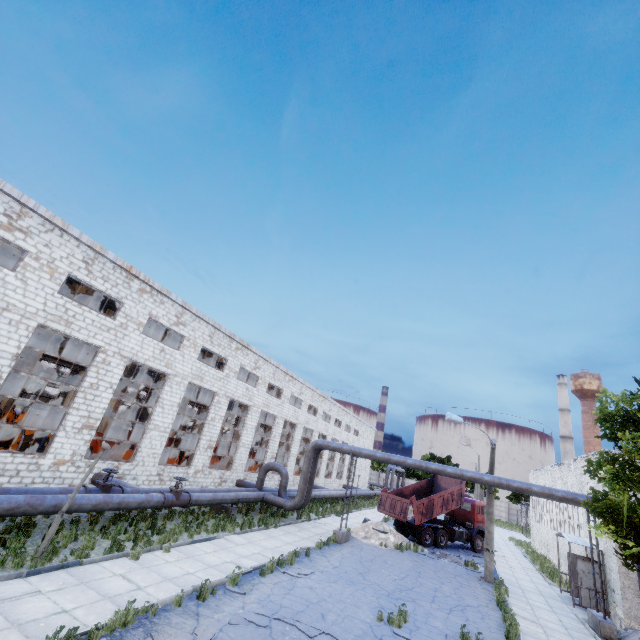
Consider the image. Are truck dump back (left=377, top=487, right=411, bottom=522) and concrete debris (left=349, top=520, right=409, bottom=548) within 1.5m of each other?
yes

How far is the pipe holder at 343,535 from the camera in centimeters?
1862cm

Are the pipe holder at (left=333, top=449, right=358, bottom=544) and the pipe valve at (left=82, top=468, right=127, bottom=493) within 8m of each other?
no

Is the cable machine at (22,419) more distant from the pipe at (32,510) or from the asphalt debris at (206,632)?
the asphalt debris at (206,632)

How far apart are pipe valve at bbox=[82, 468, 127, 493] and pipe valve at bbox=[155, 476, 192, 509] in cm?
115

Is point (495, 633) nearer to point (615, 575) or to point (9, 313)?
point (615, 575)

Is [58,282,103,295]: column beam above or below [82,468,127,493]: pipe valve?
above

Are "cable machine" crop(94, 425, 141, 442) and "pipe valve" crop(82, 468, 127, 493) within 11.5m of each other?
no
